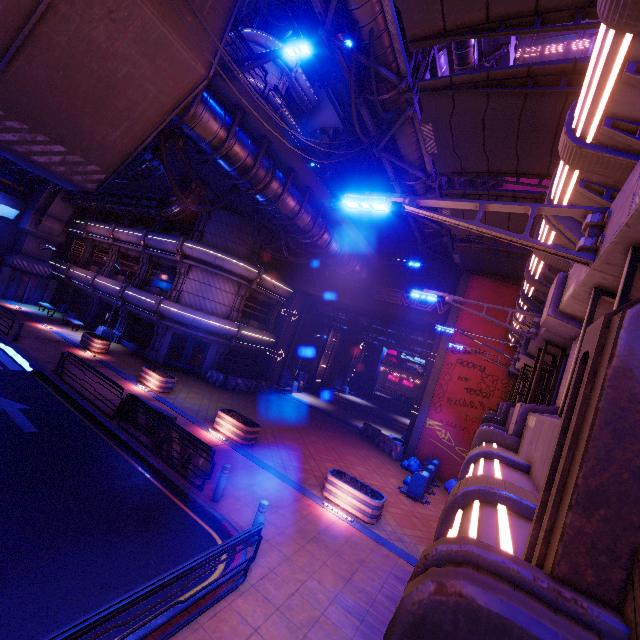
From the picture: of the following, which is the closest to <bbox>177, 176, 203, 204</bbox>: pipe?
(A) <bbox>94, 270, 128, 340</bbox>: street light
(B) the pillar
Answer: (B) the pillar

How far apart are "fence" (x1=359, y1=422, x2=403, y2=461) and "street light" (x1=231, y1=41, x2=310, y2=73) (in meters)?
19.37

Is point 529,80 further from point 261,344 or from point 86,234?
point 86,234

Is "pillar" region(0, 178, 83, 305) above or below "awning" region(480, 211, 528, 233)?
below

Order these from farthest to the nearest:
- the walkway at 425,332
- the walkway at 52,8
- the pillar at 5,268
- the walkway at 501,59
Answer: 1. the pillar at 5,268
2. the walkway at 425,332
3. the walkway at 501,59
4. the walkway at 52,8

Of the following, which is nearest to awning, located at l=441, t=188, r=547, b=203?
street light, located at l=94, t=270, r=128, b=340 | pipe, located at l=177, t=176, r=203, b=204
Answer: pipe, located at l=177, t=176, r=203, b=204

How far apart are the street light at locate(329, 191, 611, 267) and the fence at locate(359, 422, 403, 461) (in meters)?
17.98

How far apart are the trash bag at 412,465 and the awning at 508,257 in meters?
11.5 m
